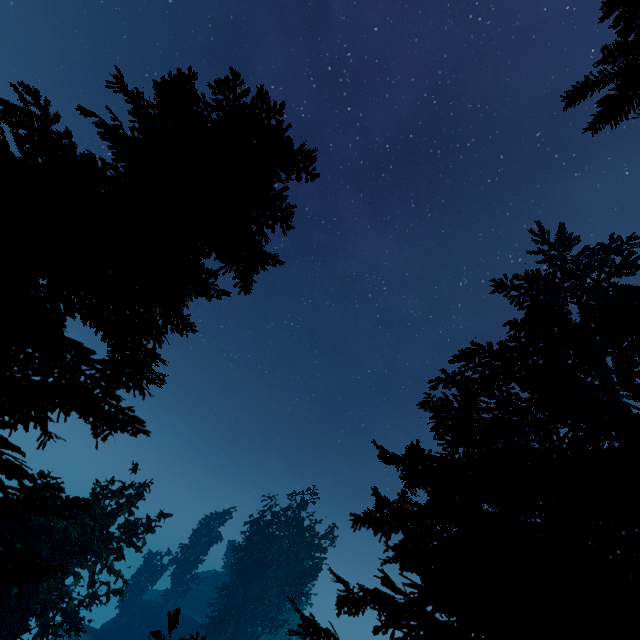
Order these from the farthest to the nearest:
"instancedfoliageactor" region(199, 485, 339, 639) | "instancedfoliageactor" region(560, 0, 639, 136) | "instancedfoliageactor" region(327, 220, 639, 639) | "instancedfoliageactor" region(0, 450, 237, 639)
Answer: "instancedfoliageactor" region(199, 485, 339, 639), "instancedfoliageactor" region(327, 220, 639, 639), "instancedfoliageactor" region(560, 0, 639, 136), "instancedfoliageactor" region(0, 450, 237, 639)

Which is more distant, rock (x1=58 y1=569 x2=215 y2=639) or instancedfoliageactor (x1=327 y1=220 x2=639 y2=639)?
rock (x1=58 y1=569 x2=215 y2=639)

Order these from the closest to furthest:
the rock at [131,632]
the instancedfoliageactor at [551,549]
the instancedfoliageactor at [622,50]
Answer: the instancedfoliageactor at [622,50], the instancedfoliageactor at [551,549], the rock at [131,632]

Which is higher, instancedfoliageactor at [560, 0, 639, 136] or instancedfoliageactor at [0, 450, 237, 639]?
instancedfoliageactor at [560, 0, 639, 136]

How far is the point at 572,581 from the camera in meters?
5.8 m

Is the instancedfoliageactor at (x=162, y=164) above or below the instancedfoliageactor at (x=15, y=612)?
above

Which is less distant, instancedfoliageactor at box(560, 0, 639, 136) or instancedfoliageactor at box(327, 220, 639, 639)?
instancedfoliageactor at box(560, 0, 639, 136)

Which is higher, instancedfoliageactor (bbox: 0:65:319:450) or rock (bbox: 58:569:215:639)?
instancedfoliageactor (bbox: 0:65:319:450)
